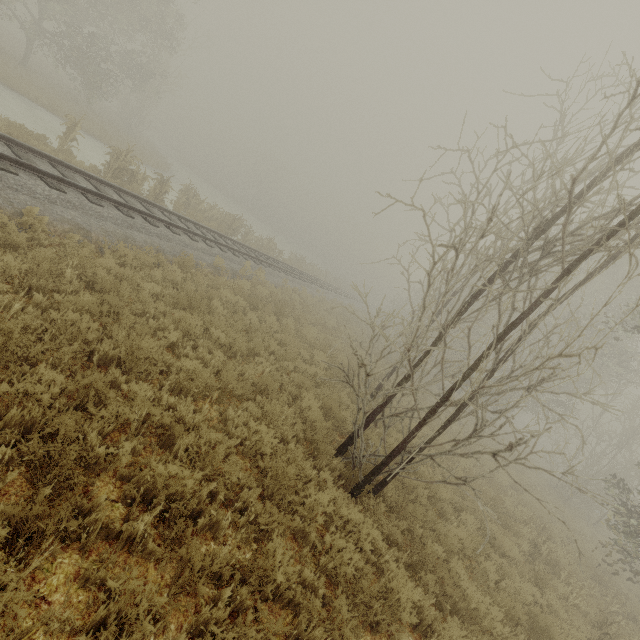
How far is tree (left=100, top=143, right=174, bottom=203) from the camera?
13.3 meters

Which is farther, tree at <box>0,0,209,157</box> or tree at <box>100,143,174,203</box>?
tree at <box>0,0,209,157</box>

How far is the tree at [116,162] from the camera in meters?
13.3 m

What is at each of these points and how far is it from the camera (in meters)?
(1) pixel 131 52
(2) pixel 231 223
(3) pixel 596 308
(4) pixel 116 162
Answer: (1) tree, 27.58
(2) tree, 21.00
(3) tree, 17.50
(4) tree, 13.35

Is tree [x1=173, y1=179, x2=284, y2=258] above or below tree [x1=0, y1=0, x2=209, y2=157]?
below

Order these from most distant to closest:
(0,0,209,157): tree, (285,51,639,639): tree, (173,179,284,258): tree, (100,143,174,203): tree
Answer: (0,0,209,157): tree
(173,179,284,258): tree
(100,143,174,203): tree
(285,51,639,639): tree

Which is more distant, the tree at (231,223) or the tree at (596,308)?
the tree at (231,223)

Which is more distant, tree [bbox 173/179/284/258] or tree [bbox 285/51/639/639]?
tree [bbox 173/179/284/258]
